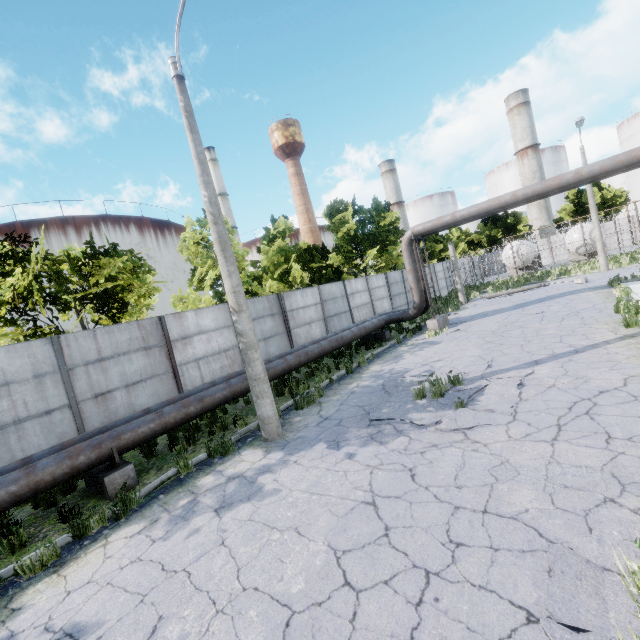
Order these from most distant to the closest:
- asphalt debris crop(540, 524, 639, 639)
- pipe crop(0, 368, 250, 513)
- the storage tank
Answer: the storage tank < pipe crop(0, 368, 250, 513) < asphalt debris crop(540, 524, 639, 639)

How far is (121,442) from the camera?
6.84m

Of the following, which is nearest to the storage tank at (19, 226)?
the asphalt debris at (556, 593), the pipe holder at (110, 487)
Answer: the pipe holder at (110, 487)

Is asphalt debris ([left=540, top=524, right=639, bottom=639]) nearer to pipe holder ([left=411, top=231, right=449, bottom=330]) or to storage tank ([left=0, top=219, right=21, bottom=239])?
pipe holder ([left=411, top=231, right=449, bottom=330])

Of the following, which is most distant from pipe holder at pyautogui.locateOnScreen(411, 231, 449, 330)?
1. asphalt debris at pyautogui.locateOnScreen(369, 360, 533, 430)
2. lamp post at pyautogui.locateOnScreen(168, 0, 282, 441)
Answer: lamp post at pyautogui.locateOnScreen(168, 0, 282, 441)

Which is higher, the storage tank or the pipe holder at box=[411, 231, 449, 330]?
the storage tank

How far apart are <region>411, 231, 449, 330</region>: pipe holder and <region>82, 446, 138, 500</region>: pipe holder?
13.56m

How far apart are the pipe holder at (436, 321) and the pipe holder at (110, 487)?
13.6m
